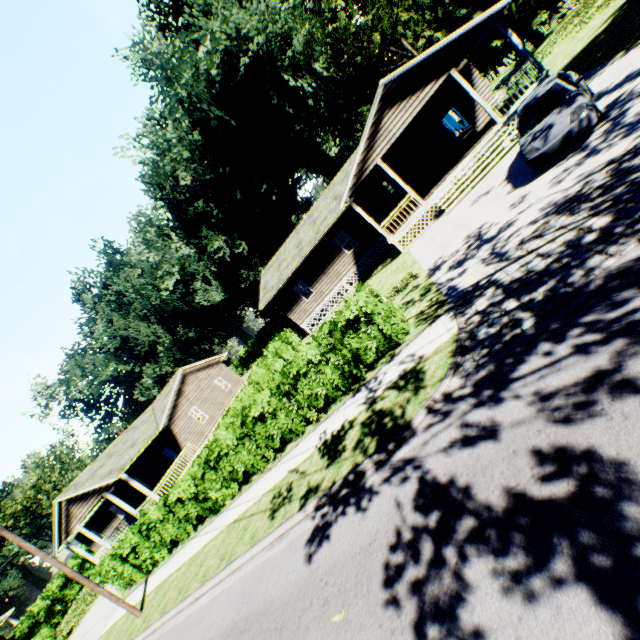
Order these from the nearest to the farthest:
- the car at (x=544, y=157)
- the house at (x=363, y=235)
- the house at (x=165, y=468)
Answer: the car at (x=544, y=157) → the house at (x=363, y=235) → the house at (x=165, y=468)

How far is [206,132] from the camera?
33.06m

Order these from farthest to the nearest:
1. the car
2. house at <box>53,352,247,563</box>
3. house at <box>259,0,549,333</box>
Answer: house at <box>53,352,247,563</box> → house at <box>259,0,549,333</box> → the car

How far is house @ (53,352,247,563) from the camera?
21.8m

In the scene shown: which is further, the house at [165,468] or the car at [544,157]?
the house at [165,468]

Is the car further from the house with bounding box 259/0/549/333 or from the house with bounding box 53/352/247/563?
the house with bounding box 53/352/247/563

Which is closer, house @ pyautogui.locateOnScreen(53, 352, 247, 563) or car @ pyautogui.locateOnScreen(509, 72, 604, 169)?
car @ pyautogui.locateOnScreen(509, 72, 604, 169)
